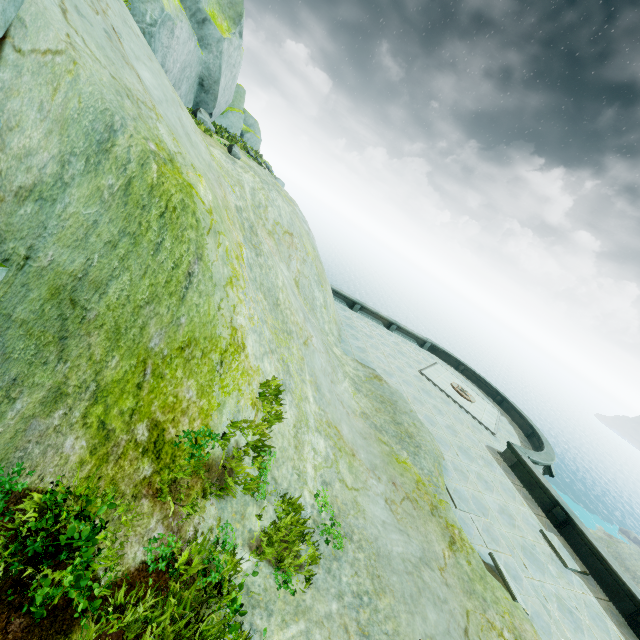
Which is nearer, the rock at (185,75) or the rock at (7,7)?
the rock at (7,7)

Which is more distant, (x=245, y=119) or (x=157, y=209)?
(x=245, y=119)

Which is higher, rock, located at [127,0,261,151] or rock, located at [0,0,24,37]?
rock, located at [127,0,261,151]

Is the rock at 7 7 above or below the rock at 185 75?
below

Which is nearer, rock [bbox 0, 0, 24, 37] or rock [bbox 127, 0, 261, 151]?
rock [bbox 0, 0, 24, 37]
